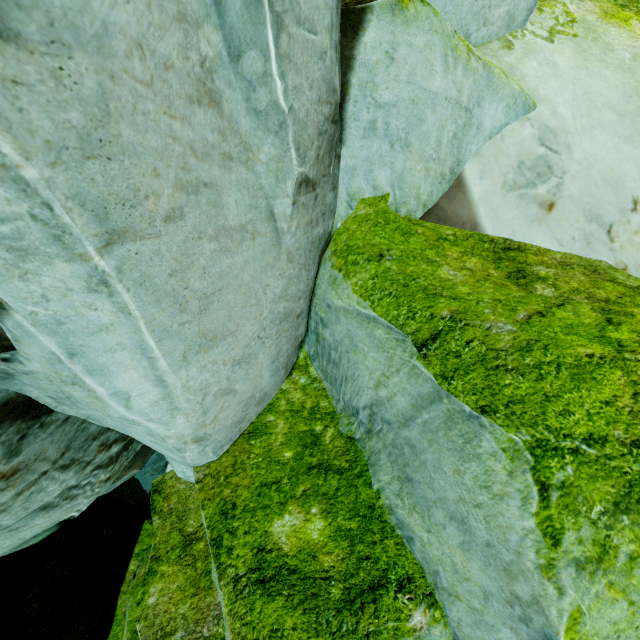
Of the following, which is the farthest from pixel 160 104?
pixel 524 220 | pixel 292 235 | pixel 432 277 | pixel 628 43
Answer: pixel 628 43
